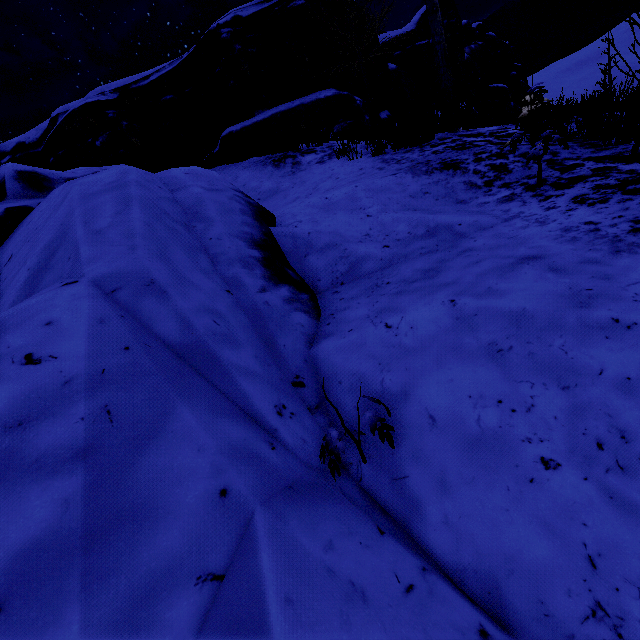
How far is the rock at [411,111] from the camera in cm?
686

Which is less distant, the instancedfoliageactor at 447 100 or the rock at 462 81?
the instancedfoliageactor at 447 100

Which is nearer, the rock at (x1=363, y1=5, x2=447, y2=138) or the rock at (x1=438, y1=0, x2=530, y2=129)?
the rock at (x1=363, y1=5, x2=447, y2=138)

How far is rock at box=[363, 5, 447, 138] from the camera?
6.9 meters

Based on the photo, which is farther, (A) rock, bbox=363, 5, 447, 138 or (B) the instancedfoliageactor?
(A) rock, bbox=363, 5, 447, 138

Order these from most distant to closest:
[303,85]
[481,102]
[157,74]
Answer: [481,102] < [157,74] < [303,85]

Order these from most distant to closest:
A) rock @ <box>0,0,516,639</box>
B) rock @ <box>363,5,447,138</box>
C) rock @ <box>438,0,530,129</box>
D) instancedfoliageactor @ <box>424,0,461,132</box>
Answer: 1. rock @ <box>438,0,530,129</box>
2. rock @ <box>363,5,447,138</box>
3. instancedfoliageactor @ <box>424,0,461,132</box>
4. rock @ <box>0,0,516,639</box>
